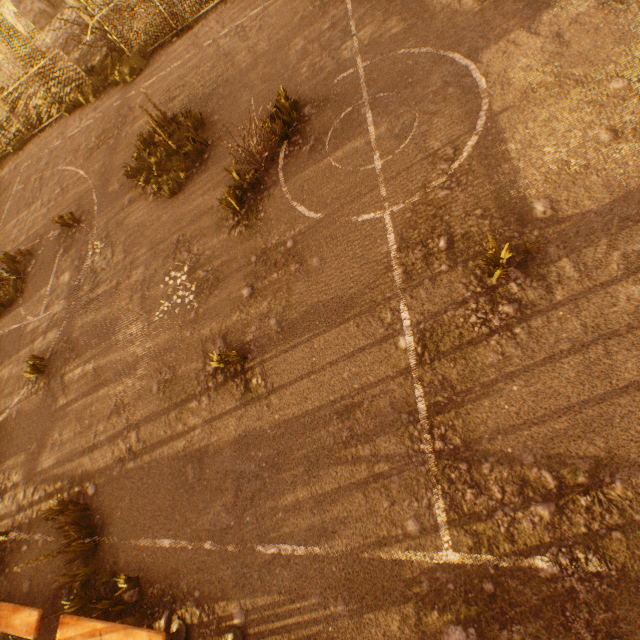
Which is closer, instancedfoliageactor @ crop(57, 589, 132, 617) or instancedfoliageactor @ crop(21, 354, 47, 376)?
instancedfoliageactor @ crop(57, 589, 132, 617)

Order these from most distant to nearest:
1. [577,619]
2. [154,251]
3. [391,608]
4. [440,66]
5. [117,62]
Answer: [117,62], [154,251], [440,66], [391,608], [577,619]

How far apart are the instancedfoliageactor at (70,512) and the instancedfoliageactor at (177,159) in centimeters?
682cm

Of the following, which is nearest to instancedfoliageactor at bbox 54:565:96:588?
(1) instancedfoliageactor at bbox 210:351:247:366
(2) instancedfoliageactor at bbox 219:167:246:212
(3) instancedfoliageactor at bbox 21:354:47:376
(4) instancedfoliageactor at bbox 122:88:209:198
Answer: (1) instancedfoliageactor at bbox 210:351:247:366

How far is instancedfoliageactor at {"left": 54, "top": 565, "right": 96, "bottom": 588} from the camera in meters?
4.9 m

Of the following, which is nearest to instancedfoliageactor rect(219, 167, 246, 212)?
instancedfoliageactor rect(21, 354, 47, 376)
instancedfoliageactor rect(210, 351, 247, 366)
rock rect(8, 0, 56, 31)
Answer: instancedfoliageactor rect(210, 351, 247, 366)

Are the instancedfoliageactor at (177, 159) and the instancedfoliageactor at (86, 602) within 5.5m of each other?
no

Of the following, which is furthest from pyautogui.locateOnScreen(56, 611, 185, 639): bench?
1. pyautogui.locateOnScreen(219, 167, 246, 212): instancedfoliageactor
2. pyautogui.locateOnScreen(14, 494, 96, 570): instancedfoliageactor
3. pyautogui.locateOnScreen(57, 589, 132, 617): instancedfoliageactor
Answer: pyautogui.locateOnScreen(219, 167, 246, 212): instancedfoliageactor
